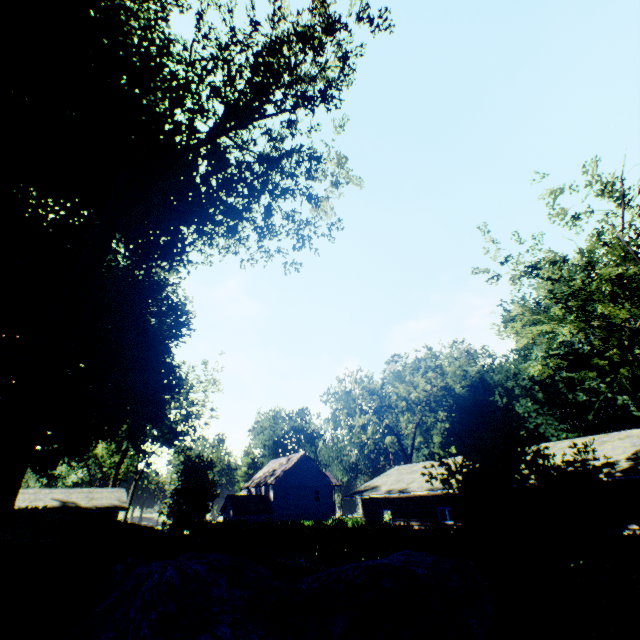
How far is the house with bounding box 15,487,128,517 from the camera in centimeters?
3025cm

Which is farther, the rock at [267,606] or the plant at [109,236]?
the plant at [109,236]

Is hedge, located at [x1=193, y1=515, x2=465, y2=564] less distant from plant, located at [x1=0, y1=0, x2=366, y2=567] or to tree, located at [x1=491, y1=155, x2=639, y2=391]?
plant, located at [x1=0, y1=0, x2=366, y2=567]

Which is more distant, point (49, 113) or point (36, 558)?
point (49, 113)

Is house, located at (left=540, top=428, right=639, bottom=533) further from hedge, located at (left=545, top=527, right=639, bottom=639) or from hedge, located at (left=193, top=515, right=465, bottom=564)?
hedge, located at (left=193, top=515, right=465, bottom=564)

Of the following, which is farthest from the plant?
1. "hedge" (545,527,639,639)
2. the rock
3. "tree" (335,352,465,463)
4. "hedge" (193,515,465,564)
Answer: "tree" (335,352,465,463)

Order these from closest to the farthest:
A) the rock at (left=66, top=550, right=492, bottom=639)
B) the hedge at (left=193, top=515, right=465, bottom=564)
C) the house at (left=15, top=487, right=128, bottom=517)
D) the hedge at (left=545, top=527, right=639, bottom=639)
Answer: the rock at (left=66, top=550, right=492, bottom=639)
the hedge at (left=545, top=527, right=639, bottom=639)
the hedge at (left=193, top=515, right=465, bottom=564)
the house at (left=15, top=487, right=128, bottom=517)

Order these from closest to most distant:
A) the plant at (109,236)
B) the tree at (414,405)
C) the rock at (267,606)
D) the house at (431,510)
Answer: the rock at (267,606)
the plant at (109,236)
the house at (431,510)
the tree at (414,405)
